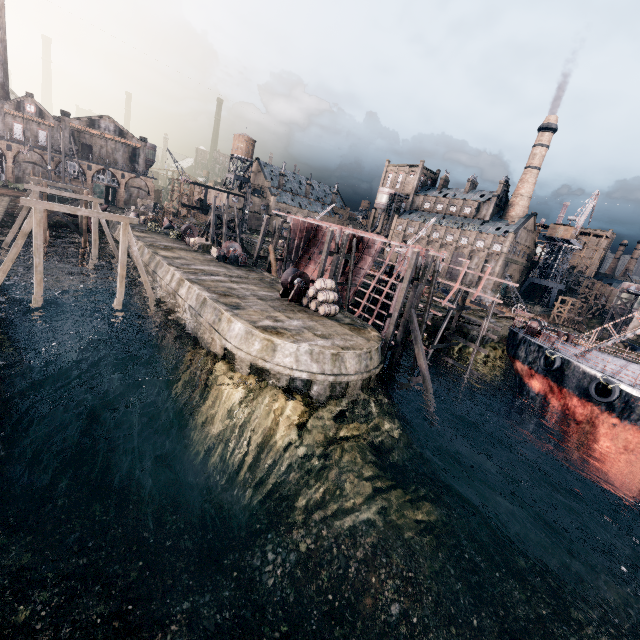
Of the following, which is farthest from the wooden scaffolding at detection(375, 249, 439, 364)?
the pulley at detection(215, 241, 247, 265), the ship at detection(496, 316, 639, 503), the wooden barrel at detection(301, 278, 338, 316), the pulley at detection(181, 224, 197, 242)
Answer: the pulley at detection(181, 224, 197, 242)

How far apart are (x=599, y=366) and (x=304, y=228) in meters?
35.1 m

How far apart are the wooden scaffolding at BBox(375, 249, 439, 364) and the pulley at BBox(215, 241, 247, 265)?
21.1m

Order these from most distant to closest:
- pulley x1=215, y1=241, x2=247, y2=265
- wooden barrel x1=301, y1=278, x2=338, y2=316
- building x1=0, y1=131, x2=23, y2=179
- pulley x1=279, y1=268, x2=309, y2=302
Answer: building x1=0, y1=131, x2=23, y2=179 < pulley x1=215, y1=241, x2=247, y2=265 < pulley x1=279, y1=268, x2=309, y2=302 < wooden barrel x1=301, y1=278, x2=338, y2=316

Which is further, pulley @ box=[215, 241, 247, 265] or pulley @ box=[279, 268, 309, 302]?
pulley @ box=[215, 241, 247, 265]

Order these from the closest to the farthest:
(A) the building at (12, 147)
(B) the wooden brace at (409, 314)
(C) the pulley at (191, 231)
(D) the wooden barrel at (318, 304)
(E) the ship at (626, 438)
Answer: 1. (E) the ship at (626, 438)
2. (B) the wooden brace at (409, 314)
3. (D) the wooden barrel at (318, 304)
4. (C) the pulley at (191, 231)
5. (A) the building at (12, 147)

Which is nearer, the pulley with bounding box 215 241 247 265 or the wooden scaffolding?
the wooden scaffolding

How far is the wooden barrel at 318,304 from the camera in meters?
24.4
